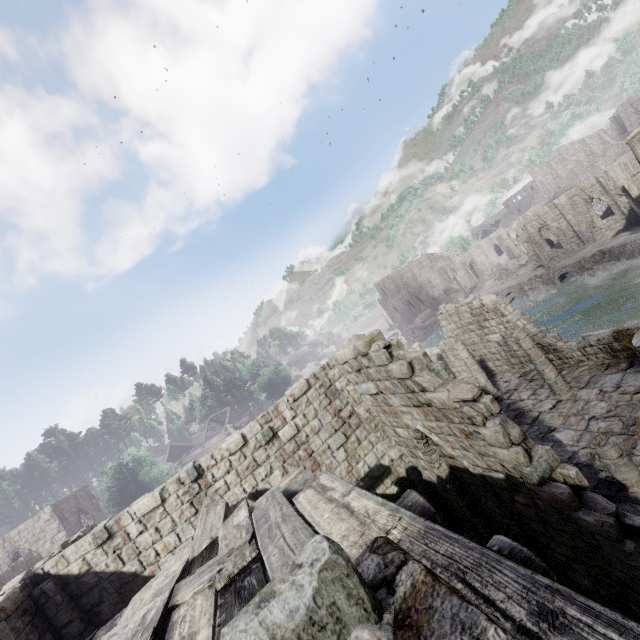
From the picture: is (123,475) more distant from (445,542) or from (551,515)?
(445,542)

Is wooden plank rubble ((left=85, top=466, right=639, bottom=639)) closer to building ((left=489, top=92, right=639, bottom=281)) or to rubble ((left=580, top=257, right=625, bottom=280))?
building ((left=489, top=92, right=639, bottom=281))

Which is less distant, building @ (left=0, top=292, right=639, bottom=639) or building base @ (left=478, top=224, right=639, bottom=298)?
building @ (left=0, top=292, right=639, bottom=639)

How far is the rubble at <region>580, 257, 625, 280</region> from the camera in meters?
31.1 m

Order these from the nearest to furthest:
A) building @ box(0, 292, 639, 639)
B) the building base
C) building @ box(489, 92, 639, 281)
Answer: building @ box(0, 292, 639, 639), the building base, building @ box(489, 92, 639, 281)

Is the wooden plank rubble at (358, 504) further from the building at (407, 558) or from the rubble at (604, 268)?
the rubble at (604, 268)

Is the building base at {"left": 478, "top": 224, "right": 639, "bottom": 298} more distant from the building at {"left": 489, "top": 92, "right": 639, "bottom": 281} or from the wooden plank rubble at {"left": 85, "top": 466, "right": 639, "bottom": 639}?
the wooden plank rubble at {"left": 85, "top": 466, "right": 639, "bottom": 639}

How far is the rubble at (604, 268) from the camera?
31.06m
